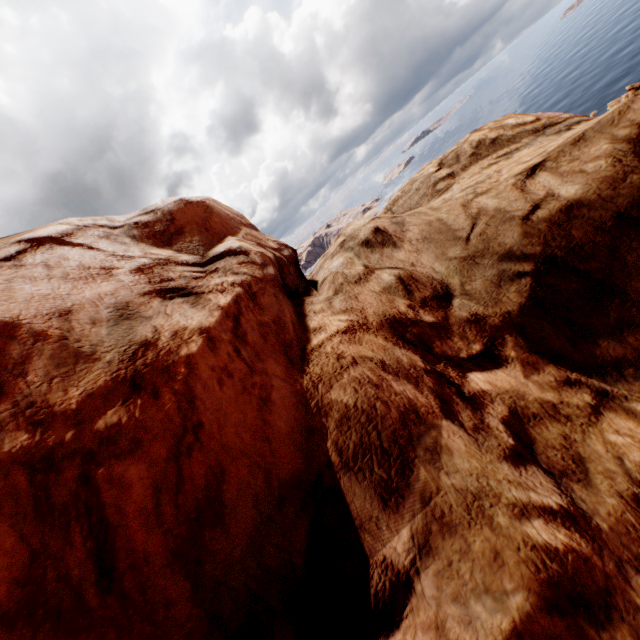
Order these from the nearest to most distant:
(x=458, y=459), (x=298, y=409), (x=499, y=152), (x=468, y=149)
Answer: A: (x=458, y=459) → (x=298, y=409) → (x=499, y=152) → (x=468, y=149)
